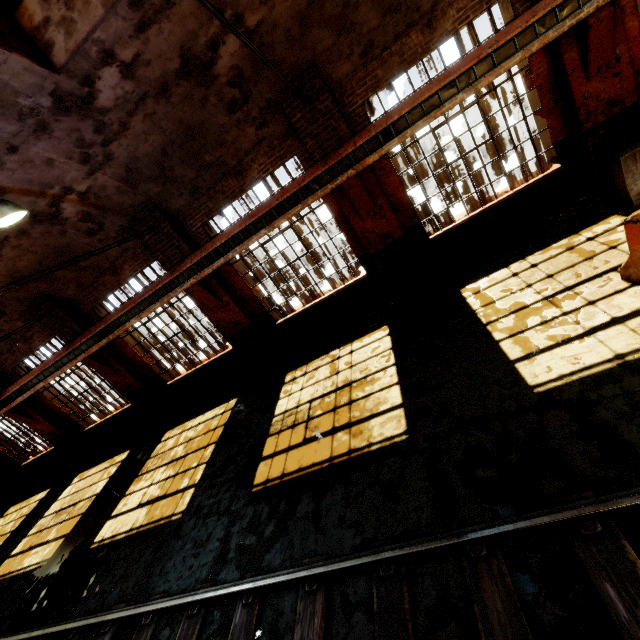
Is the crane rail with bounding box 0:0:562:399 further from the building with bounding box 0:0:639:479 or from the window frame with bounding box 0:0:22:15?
the window frame with bounding box 0:0:22:15

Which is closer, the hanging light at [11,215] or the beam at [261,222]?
the hanging light at [11,215]

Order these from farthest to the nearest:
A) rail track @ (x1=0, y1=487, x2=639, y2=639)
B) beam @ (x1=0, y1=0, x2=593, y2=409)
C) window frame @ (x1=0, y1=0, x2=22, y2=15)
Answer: beam @ (x1=0, y1=0, x2=593, y2=409) < window frame @ (x1=0, y1=0, x2=22, y2=15) < rail track @ (x1=0, y1=487, x2=639, y2=639)

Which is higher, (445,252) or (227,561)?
(445,252)

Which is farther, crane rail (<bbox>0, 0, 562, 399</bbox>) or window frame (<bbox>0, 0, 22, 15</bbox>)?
crane rail (<bbox>0, 0, 562, 399</bbox>)

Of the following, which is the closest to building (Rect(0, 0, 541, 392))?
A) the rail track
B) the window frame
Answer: the window frame

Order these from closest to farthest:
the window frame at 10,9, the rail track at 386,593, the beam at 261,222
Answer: the rail track at 386,593
the window frame at 10,9
the beam at 261,222

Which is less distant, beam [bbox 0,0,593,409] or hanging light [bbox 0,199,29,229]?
hanging light [bbox 0,199,29,229]
